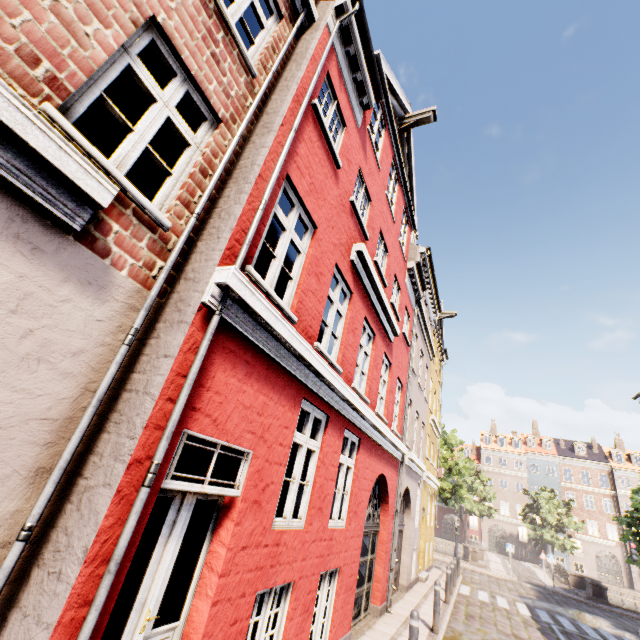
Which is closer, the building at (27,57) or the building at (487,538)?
the building at (27,57)

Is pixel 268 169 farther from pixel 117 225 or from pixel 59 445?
pixel 59 445

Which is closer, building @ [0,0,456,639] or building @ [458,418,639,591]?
building @ [0,0,456,639]
